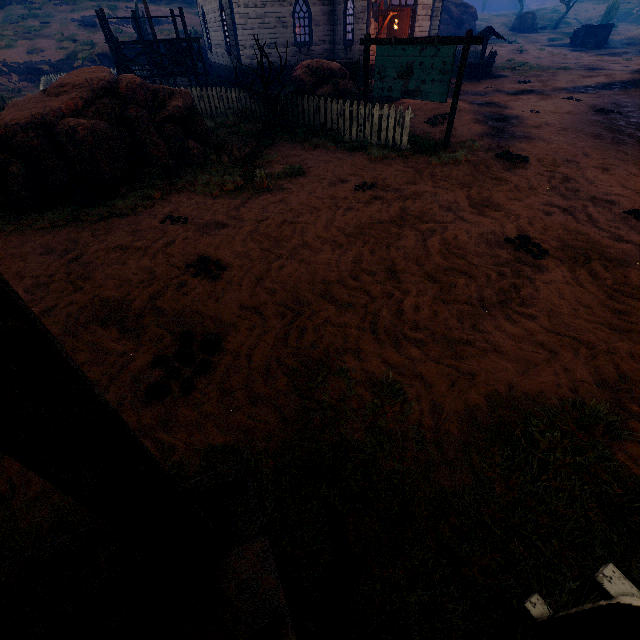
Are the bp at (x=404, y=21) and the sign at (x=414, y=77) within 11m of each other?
yes

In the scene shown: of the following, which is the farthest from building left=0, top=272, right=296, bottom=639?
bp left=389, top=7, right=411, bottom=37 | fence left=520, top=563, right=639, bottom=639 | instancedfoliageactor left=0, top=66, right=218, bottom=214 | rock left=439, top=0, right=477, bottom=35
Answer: rock left=439, top=0, right=477, bottom=35

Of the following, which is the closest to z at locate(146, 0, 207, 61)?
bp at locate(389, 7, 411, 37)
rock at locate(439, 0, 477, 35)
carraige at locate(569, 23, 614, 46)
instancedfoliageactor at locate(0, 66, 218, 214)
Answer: instancedfoliageactor at locate(0, 66, 218, 214)

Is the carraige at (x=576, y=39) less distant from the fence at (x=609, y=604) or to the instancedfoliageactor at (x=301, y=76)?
the instancedfoliageactor at (x=301, y=76)

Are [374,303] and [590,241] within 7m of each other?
yes

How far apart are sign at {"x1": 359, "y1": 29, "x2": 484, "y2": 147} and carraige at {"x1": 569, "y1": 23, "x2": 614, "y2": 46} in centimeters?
4127cm

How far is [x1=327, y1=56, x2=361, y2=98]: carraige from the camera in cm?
1150

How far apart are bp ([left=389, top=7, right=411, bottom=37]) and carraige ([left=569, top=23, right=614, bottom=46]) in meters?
31.5 m
